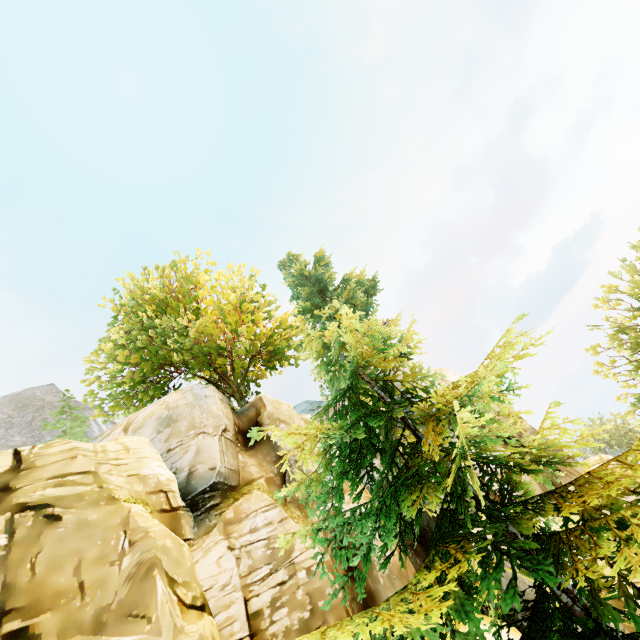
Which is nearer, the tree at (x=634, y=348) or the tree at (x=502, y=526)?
the tree at (x=502, y=526)

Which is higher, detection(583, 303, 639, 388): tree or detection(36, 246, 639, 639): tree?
detection(583, 303, 639, 388): tree

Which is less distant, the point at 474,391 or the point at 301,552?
the point at 474,391

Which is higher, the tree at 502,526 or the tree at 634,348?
the tree at 634,348

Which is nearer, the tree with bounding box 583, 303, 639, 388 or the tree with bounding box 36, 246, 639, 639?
the tree with bounding box 36, 246, 639, 639
